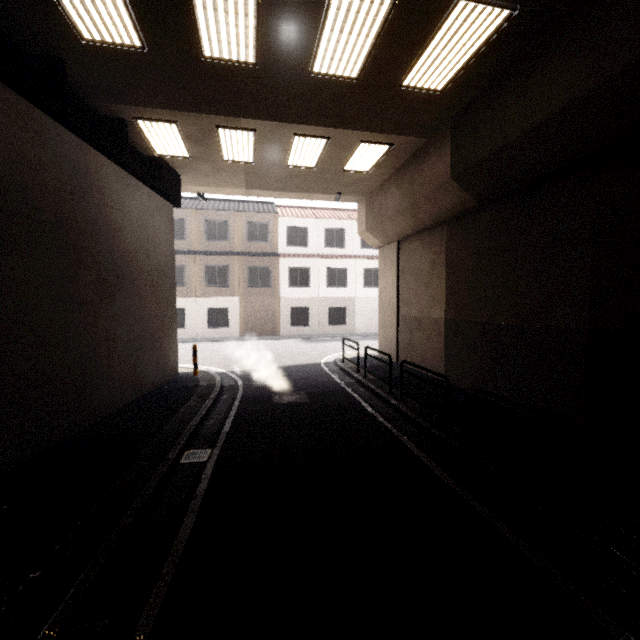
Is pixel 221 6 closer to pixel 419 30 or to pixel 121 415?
pixel 419 30

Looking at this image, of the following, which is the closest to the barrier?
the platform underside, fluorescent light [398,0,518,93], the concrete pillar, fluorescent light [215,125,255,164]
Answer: the concrete pillar

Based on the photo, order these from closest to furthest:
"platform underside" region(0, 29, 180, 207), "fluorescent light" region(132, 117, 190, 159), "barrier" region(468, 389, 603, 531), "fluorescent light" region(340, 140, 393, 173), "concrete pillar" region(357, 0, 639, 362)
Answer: "barrier" region(468, 389, 603, 531) → "concrete pillar" region(357, 0, 639, 362) → "platform underside" region(0, 29, 180, 207) → "fluorescent light" region(132, 117, 190, 159) → "fluorescent light" region(340, 140, 393, 173)

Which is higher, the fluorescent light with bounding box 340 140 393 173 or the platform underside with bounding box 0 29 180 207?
the fluorescent light with bounding box 340 140 393 173

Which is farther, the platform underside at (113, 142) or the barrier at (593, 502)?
the platform underside at (113, 142)

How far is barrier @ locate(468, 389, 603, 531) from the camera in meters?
3.6 m

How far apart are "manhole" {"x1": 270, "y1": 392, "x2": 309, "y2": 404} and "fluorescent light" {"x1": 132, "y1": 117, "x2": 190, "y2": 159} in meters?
7.4 m

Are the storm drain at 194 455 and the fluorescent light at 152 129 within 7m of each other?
no
